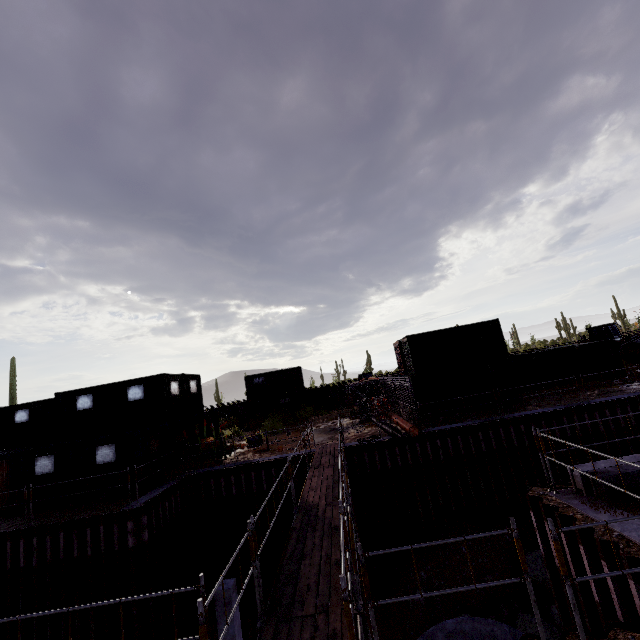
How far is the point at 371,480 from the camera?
15.1m

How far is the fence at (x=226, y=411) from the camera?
36.9 meters

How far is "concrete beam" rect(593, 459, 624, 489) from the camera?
6.4 meters

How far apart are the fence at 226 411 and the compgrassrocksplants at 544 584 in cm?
2985

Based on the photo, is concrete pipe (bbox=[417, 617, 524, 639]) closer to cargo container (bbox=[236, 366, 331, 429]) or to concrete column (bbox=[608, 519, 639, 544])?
concrete column (bbox=[608, 519, 639, 544])

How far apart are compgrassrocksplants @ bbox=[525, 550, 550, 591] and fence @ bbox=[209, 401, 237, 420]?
29.9m

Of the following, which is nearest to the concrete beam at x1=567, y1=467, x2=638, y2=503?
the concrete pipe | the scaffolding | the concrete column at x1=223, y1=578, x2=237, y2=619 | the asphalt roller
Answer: the scaffolding

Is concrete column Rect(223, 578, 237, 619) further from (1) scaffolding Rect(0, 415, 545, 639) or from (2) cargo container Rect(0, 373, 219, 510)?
(2) cargo container Rect(0, 373, 219, 510)
